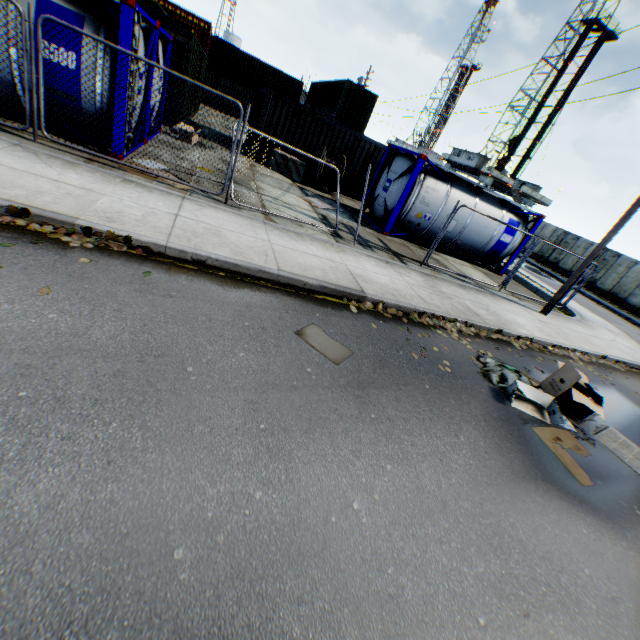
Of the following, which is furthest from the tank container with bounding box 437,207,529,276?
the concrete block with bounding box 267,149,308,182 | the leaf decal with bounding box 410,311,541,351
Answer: the leaf decal with bounding box 410,311,541,351

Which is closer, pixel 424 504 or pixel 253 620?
pixel 253 620

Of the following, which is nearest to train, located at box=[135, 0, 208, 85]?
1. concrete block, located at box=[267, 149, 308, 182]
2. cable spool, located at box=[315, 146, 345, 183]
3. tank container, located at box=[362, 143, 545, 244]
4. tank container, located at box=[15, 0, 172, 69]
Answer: tank container, located at box=[15, 0, 172, 69]

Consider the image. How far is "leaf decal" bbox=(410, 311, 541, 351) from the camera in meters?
7.1 m

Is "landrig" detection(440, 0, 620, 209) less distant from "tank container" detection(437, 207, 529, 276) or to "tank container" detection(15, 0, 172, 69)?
"tank container" detection(437, 207, 529, 276)

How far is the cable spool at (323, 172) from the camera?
15.00m

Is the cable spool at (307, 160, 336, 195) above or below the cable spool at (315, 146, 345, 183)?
below

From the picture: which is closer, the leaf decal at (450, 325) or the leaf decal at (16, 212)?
the leaf decal at (16, 212)
